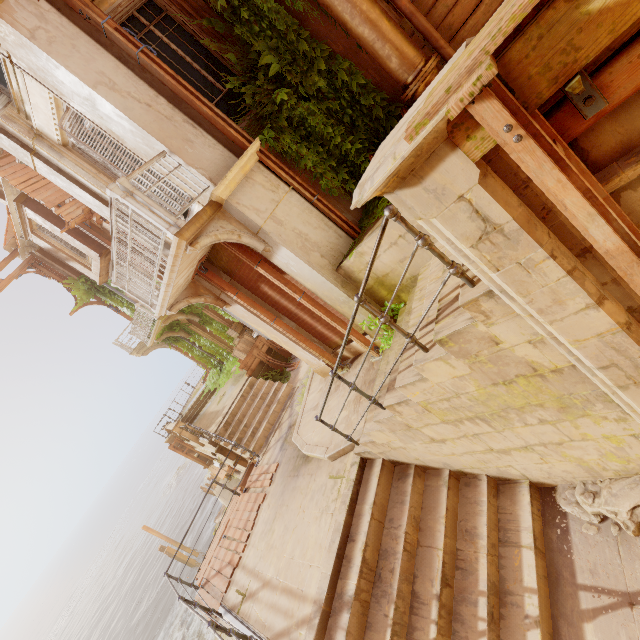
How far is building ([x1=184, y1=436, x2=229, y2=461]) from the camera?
11.82m

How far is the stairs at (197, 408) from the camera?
19.4m

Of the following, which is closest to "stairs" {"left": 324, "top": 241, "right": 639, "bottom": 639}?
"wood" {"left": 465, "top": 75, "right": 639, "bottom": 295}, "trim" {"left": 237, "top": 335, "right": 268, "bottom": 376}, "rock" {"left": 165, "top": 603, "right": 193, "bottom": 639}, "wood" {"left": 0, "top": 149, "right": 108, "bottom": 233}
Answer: "wood" {"left": 465, "top": 75, "right": 639, "bottom": 295}

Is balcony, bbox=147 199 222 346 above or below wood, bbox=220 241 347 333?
above

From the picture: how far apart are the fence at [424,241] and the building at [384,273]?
2.2 meters

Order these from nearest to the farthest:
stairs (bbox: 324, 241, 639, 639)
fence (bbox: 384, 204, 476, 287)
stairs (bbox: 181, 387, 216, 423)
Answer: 1. fence (bbox: 384, 204, 476, 287)
2. stairs (bbox: 324, 241, 639, 639)
3. stairs (bbox: 181, 387, 216, 423)

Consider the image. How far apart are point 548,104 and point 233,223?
4.8 meters

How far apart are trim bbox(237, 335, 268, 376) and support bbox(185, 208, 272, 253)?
8.0m
